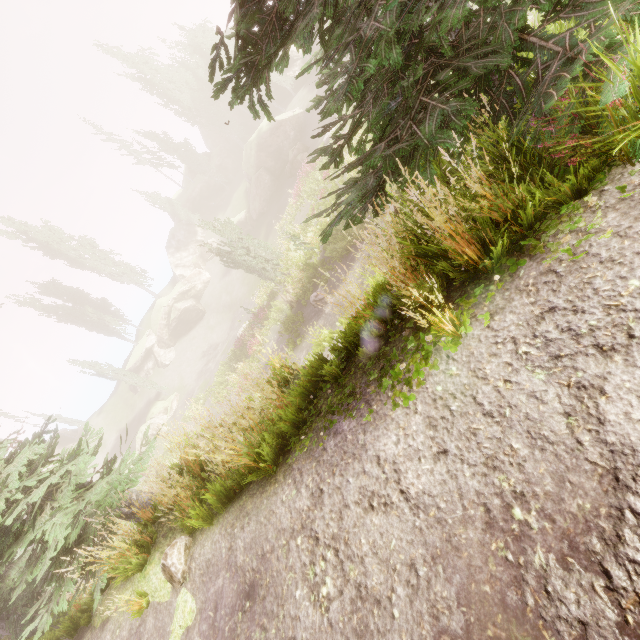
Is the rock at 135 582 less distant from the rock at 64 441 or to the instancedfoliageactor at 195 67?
the instancedfoliageactor at 195 67

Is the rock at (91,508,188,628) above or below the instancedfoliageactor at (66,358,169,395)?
below

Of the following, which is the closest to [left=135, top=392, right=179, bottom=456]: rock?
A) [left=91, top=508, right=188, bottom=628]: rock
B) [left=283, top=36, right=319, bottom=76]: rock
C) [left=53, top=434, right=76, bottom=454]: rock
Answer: [left=283, top=36, right=319, bottom=76]: rock

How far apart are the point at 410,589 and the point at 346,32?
5.71m

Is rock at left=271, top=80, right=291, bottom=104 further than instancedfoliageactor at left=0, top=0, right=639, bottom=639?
Yes

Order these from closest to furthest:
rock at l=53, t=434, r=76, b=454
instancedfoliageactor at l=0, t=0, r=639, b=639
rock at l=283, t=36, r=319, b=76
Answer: instancedfoliageactor at l=0, t=0, r=639, b=639
rock at l=53, t=434, r=76, b=454
rock at l=283, t=36, r=319, b=76

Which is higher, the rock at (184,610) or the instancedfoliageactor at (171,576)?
the instancedfoliageactor at (171,576)

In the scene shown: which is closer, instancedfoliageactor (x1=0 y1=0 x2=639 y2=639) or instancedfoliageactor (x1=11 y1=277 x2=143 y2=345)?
instancedfoliageactor (x1=0 y1=0 x2=639 y2=639)
